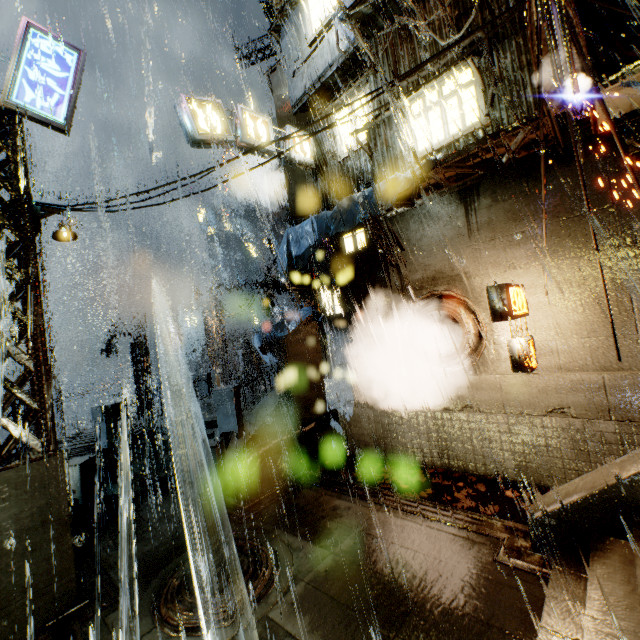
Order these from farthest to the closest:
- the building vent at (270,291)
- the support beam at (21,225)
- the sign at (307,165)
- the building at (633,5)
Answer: the building vent at (270,291)
the sign at (307,165)
the building at (633,5)
the support beam at (21,225)

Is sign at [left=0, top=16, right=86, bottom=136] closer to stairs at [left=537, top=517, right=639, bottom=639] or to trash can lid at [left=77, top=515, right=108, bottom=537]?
trash can lid at [left=77, top=515, right=108, bottom=537]

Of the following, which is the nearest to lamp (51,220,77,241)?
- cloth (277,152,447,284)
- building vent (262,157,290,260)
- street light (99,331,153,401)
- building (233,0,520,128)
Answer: building (233,0,520,128)

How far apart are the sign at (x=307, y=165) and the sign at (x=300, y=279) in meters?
4.5 m

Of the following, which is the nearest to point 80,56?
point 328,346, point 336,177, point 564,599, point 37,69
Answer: point 37,69

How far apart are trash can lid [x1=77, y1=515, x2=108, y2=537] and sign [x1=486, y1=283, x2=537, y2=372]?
11.5m

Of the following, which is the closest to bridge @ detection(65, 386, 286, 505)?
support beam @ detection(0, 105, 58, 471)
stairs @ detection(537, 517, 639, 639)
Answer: support beam @ detection(0, 105, 58, 471)

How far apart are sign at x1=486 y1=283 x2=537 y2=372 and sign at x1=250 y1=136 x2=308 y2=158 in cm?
912
